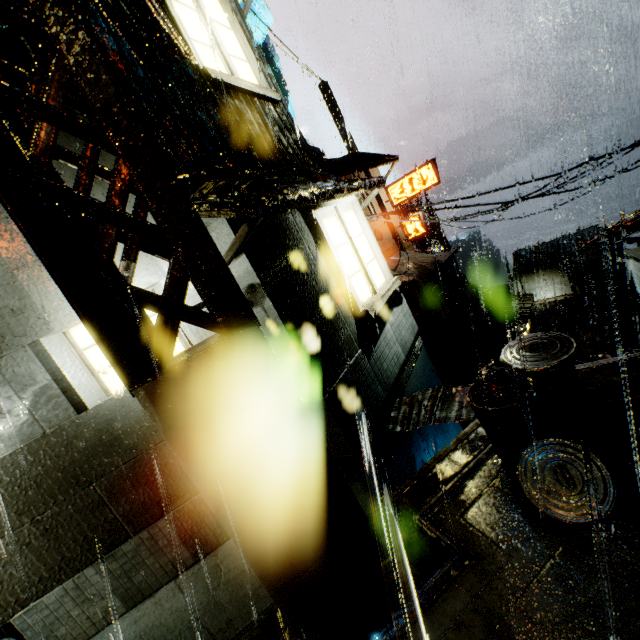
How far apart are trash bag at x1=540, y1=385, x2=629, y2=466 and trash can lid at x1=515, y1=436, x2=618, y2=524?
0.0 meters

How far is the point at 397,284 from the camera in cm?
771

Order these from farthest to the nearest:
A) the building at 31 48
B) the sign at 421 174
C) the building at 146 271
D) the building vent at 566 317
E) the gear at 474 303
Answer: the gear at 474 303, the building vent at 566 317, the sign at 421 174, the building at 146 271, the building at 31 48

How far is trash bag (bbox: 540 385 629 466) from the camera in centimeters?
316cm

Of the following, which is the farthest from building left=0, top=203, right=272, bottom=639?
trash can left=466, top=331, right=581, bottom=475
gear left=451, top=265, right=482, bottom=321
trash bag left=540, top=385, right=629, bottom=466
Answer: gear left=451, top=265, right=482, bottom=321

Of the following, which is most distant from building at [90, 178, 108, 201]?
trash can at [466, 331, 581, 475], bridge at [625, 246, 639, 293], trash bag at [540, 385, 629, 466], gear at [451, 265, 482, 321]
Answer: gear at [451, 265, 482, 321]

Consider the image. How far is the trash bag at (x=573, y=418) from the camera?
3.16m

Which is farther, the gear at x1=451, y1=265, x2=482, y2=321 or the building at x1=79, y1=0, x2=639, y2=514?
the gear at x1=451, y1=265, x2=482, y2=321
